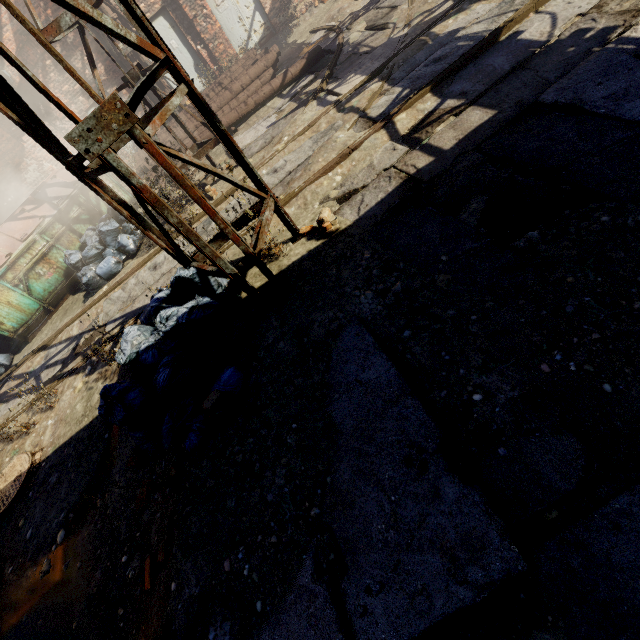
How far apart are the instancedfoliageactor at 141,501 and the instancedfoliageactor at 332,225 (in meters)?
2.88

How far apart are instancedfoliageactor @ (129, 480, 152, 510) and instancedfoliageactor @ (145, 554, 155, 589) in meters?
0.5 m

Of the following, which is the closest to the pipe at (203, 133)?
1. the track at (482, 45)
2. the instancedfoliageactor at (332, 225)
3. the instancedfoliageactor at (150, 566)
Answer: the track at (482, 45)

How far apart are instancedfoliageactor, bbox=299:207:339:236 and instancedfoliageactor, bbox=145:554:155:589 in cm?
332

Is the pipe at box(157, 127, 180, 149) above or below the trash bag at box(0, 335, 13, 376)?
above

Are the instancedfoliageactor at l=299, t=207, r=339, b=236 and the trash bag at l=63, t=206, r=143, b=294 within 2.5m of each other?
no

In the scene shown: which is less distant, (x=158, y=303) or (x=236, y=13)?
(x=158, y=303)

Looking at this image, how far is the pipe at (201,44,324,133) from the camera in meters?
8.6 m
